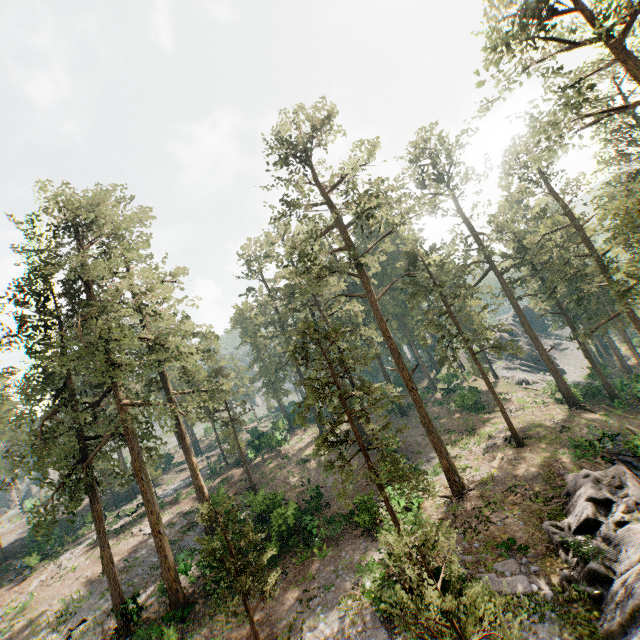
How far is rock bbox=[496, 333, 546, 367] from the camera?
54.6m

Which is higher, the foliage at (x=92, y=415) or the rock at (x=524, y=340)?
the foliage at (x=92, y=415)

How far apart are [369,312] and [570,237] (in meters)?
26.57

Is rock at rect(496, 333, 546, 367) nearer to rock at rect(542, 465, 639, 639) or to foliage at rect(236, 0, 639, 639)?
foliage at rect(236, 0, 639, 639)

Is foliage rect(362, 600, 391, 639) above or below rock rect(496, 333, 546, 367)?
below

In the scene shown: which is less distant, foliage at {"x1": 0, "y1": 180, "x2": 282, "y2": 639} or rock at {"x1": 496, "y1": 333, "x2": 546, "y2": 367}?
foliage at {"x1": 0, "y1": 180, "x2": 282, "y2": 639}

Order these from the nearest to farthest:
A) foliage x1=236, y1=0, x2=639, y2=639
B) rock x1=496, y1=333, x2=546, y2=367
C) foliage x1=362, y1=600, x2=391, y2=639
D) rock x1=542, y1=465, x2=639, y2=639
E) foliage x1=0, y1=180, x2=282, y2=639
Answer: foliage x1=362, y1=600, x2=391, y2=639 → rock x1=542, y1=465, x2=639, y2=639 → foliage x1=236, y1=0, x2=639, y2=639 → foliage x1=0, y1=180, x2=282, y2=639 → rock x1=496, y1=333, x2=546, y2=367

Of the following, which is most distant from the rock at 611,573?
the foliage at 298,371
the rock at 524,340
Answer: the rock at 524,340
